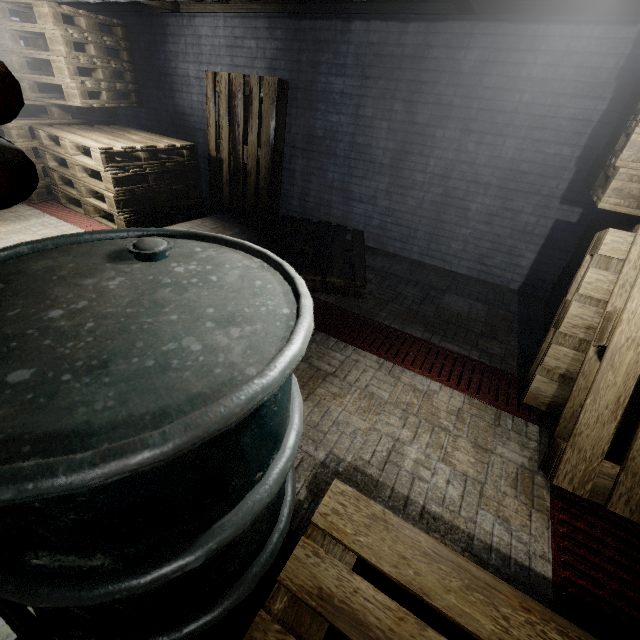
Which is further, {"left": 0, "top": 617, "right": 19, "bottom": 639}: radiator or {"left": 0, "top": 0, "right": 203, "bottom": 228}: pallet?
{"left": 0, "top": 0, "right": 203, "bottom": 228}: pallet

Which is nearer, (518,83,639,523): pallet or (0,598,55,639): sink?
(0,598,55,639): sink

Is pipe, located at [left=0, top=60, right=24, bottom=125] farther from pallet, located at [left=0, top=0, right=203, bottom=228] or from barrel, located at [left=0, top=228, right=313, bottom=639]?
pallet, located at [left=0, top=0, right=203, bottom=228]

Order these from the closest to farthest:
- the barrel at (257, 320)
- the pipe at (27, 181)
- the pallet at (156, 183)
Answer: the barrel at (257, 320) < the pipe at (27, 181) < the pallet at (156, 183)

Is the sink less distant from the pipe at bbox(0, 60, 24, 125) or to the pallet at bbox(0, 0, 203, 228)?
the pipe at bbox(0, 60, 24, 125)

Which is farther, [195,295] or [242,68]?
[242,68]

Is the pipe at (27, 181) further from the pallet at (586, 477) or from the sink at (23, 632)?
the pallet at (586, 477)
